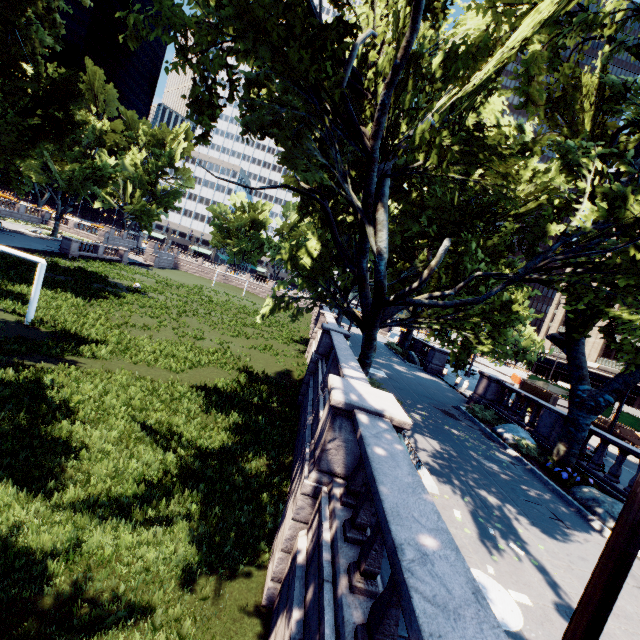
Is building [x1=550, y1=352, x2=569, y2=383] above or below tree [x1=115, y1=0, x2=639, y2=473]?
below

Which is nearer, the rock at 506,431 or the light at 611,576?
the light at 611,576

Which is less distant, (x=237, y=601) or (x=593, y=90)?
(x=237, y=601)

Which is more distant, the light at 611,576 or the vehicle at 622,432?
the vehicle at 622,432

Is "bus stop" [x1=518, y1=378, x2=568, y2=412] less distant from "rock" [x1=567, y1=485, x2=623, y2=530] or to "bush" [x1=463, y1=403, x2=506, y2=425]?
"bush" [x1=463, y1=403, x2=506, y2=425]

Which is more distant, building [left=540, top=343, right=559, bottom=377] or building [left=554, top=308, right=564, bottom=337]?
building [left=554, top=308, right=564, bottom=337]

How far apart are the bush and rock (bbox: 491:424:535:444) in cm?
8

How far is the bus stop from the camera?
19.8m
